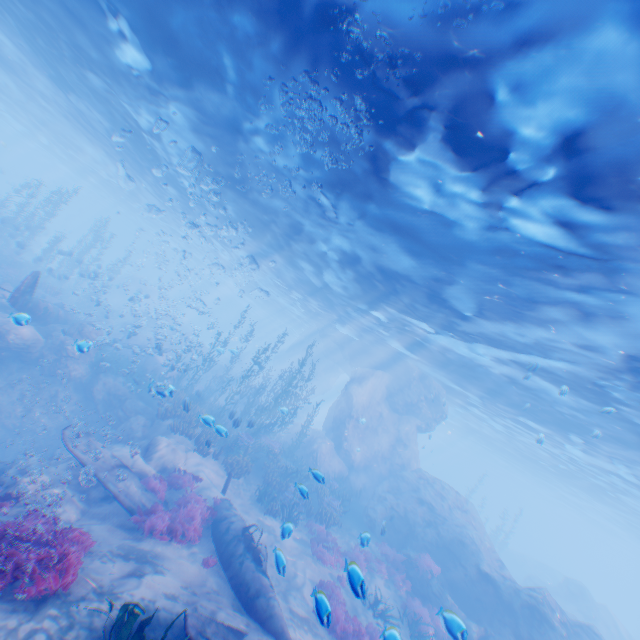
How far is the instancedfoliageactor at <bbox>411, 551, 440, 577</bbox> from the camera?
→ 16.0 meters

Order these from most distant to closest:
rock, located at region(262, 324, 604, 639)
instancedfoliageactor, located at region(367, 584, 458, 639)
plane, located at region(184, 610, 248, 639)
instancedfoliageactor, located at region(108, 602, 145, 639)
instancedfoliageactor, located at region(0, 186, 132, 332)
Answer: instancedfoliageactor, located at region(0, 186, 132, 332)
rock, located at region(262, 324, 604, 639)
instancedfoliageactor, located at region(367, 584, 458, 639)
plane, located at region(184, 610, 248, 639)
instancedfoliageactor, located at region(108, 602, 145, 639)

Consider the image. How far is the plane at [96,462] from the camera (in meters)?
9.37

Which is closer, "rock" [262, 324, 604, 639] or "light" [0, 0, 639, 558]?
"light" [0, 0, 639, 558]

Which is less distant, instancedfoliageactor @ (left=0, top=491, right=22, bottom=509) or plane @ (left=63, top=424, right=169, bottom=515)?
instancedfoliageactor @ (left=0, top=491, right=22, bottom=509)

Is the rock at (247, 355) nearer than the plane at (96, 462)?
No

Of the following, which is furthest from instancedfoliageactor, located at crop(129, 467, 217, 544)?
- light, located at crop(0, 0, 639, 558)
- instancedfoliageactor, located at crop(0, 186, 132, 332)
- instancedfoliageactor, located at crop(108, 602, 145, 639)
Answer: light, located at crop(0, 0, 639, 558)

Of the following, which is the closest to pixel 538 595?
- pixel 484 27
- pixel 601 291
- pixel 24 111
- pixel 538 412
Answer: pixel 538 412
